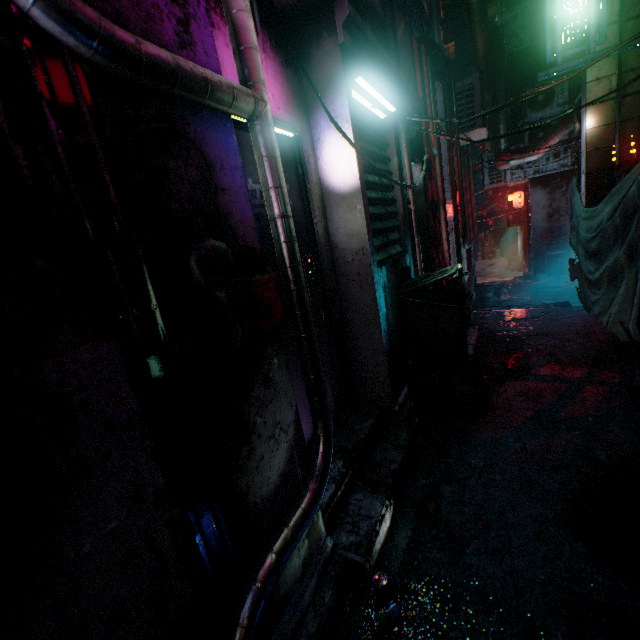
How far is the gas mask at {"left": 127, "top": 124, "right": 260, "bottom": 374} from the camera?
0.9 meters

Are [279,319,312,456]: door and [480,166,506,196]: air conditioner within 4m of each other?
no

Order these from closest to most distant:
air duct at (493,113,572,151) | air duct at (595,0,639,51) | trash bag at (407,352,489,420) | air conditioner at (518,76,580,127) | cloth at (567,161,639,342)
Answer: cloth at (567,161,639,342), trash bag at (407,352,489,420), air duct at (595,0,639,51), air duct at (493,113,572,151), air conditioner at (518,76,580,127)

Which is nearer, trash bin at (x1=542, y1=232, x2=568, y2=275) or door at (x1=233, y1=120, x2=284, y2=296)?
door at (x1=233, y1=120, x2=284, y2=296)

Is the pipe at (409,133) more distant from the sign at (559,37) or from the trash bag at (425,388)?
the sign at (559,37)

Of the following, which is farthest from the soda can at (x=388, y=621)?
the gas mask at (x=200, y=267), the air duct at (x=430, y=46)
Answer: the air duct at (x=430, y=46)

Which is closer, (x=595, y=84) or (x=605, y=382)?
(x=605, y=382)

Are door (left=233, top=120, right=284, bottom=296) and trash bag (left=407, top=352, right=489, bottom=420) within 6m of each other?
yes
